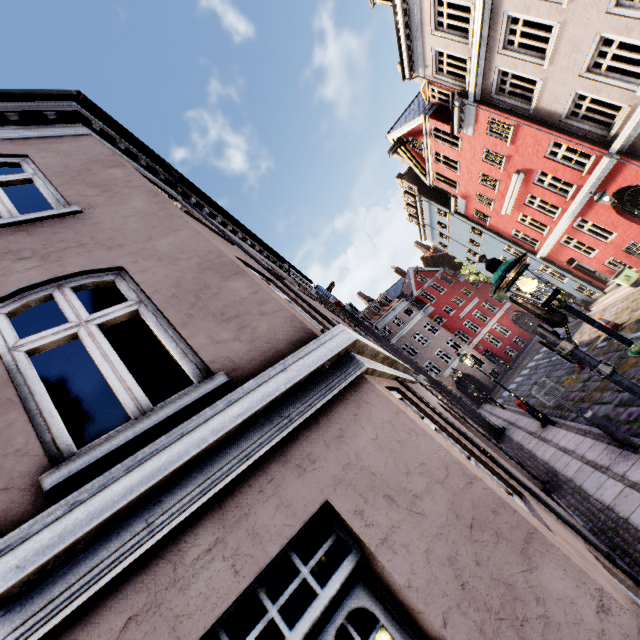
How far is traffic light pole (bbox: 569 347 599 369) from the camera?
4.34m

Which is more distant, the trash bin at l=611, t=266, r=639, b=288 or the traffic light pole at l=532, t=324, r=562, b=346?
the trash bin at l=611, t=266, r=639, b=288

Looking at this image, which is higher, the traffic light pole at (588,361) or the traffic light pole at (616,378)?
the traffic light pole at (588,361)

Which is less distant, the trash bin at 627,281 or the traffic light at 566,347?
the traffic light at 566,347

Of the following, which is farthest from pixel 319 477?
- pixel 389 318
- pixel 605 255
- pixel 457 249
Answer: pixel 389 318

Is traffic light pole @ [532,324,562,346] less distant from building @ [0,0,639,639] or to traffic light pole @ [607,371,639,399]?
traffic light pole @ [607,371,639,399]

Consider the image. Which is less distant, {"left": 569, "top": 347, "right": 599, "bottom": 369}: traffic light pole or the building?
the building

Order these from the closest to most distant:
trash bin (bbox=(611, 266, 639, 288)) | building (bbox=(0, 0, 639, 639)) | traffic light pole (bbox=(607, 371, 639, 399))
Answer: building (bbox=(0, 0, 639, 639)) < traffic light pole (bbox=(607, 371, 639, 399)) < trash bin (bbox=(611, 266, 639, 288))
